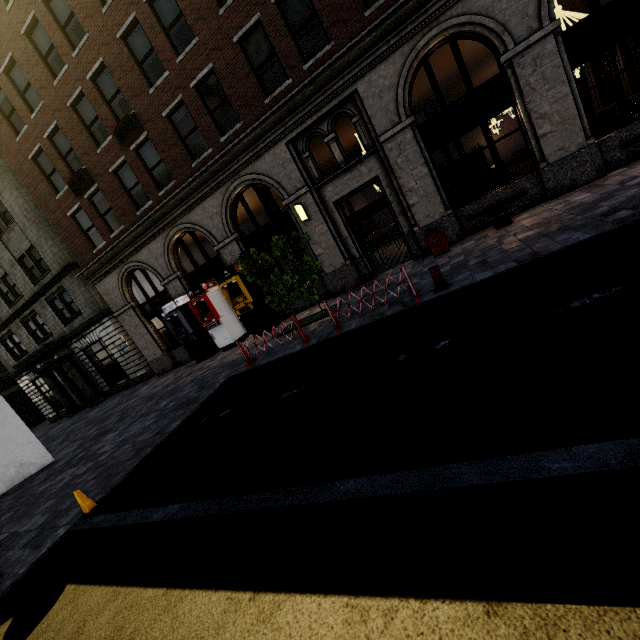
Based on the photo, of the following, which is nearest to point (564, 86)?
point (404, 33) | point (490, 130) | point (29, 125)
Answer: point (404, 33)

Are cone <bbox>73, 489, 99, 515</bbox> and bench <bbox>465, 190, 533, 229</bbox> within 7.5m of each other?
no

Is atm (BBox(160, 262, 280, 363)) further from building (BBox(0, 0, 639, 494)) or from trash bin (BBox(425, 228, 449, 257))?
trash bin (BBox(425, 228, 449, 257))

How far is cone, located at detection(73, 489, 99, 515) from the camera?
Answer: 5.9 meters

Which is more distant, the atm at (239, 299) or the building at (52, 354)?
the atm at (239, 299)

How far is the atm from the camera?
13.5 meters

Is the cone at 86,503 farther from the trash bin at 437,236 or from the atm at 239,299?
the trash bin at 437,236

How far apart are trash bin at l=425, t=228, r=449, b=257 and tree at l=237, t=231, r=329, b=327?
3.5 meters
